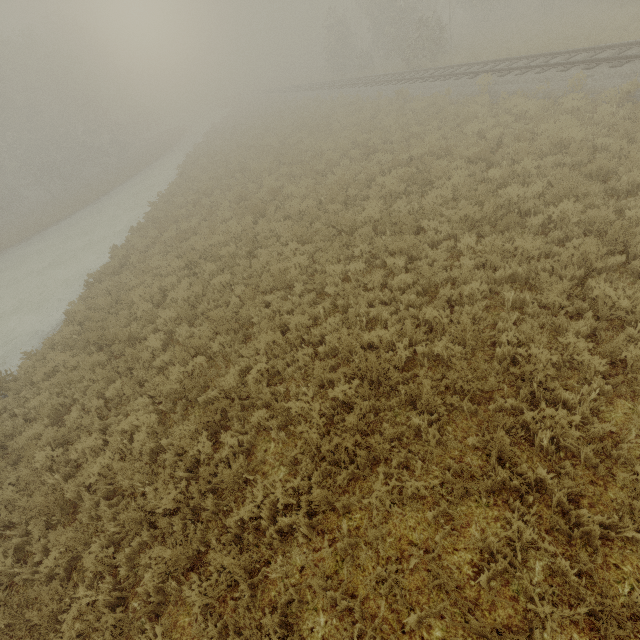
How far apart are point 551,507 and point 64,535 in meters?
7.2 m
